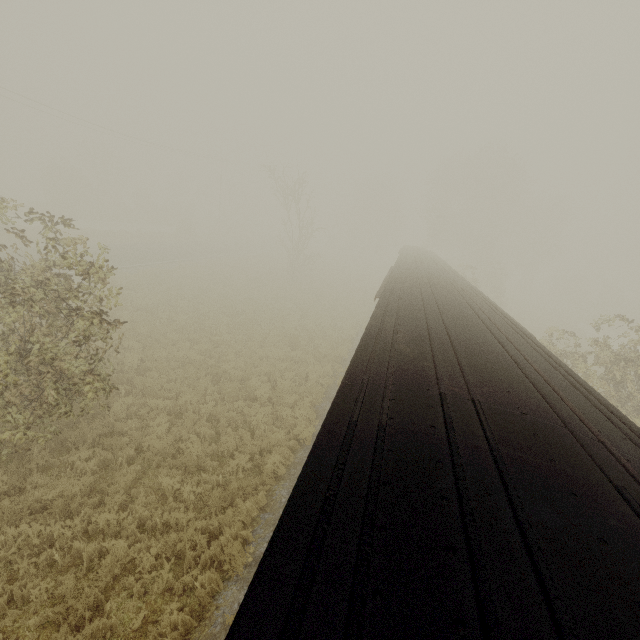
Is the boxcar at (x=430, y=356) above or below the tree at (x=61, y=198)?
above

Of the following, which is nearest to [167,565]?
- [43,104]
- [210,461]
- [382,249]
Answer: [210,461]

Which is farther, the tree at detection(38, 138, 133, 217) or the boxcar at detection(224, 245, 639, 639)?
the tree at detection(38, 138, 133, 217)

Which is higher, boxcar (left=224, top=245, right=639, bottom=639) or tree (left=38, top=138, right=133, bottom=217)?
boxcar (left=224, top=245, right=639, bottom=639)

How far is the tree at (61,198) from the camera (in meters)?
43.22

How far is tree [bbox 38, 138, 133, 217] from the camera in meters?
43.2 m
